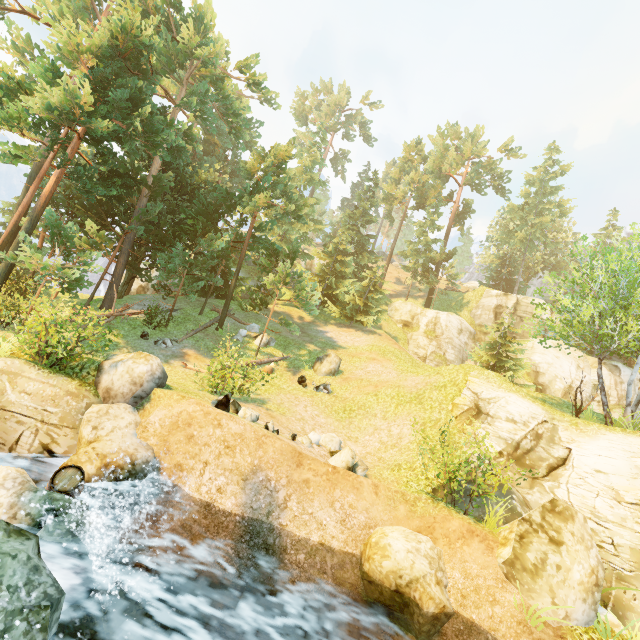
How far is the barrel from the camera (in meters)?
6.93

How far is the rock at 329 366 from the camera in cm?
2031

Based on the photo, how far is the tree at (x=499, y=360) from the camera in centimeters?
2336cm

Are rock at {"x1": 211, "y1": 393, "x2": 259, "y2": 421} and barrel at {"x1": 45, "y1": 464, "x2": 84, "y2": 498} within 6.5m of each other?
yes

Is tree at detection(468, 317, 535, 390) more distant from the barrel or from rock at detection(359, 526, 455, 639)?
rock at detection(359, 526, 455, 639)

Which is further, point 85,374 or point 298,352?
point 298,352

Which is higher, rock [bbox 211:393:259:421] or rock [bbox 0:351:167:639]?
rock [bbox 211:393:259:421]

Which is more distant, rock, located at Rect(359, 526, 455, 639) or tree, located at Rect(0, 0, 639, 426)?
tree, located at Rect(0, 0, 639, 426)
